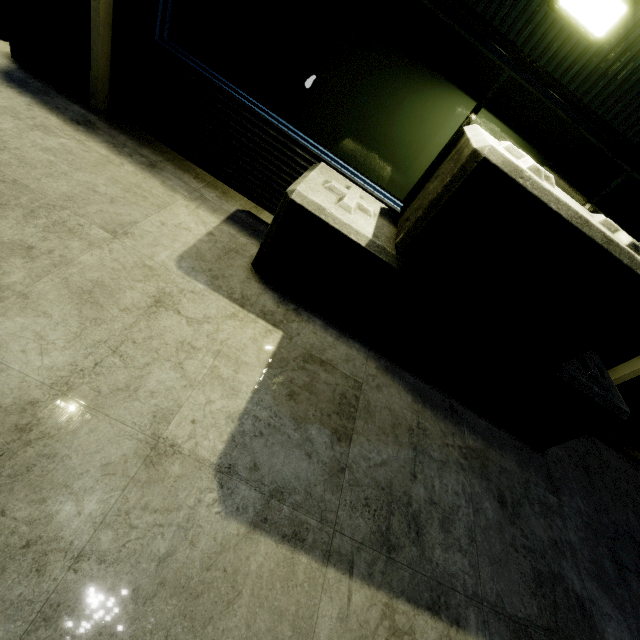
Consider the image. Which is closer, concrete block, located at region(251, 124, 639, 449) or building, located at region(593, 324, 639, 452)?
concrete block, located at region(251, 124, 639, 449)

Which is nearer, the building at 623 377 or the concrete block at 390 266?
the concrete block at 390 266

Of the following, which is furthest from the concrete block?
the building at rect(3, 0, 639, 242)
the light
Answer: the light

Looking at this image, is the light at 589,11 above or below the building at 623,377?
above

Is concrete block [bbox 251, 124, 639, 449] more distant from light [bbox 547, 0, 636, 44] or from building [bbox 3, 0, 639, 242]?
light [bbox 547, 0, 636, 44]

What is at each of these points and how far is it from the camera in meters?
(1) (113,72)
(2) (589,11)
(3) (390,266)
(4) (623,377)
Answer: (1) building, 3.5
(2) light, 2.3
(3) concrete block, 2.8
(4) building, 4.0

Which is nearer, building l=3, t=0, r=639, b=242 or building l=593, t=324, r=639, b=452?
building l=3, t=0, r=639, b=242

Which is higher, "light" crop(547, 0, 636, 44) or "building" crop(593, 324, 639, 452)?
"light" crop(547, 0, 636, 44)
